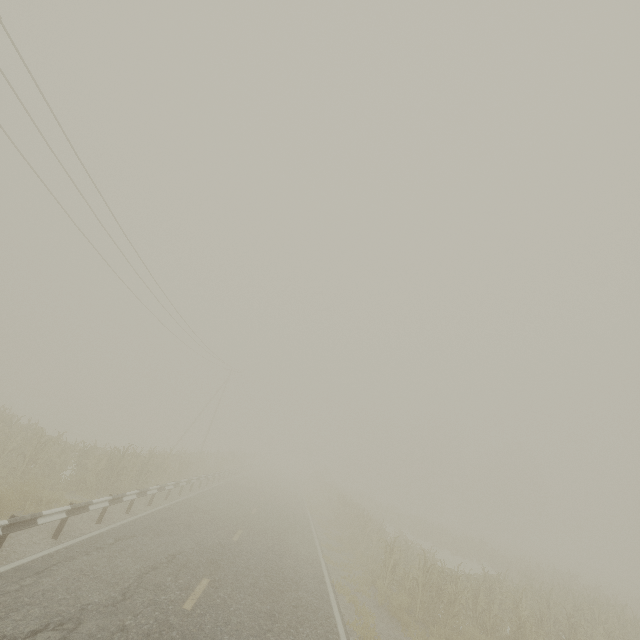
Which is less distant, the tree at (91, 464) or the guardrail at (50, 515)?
the guardrail at (50, 515)

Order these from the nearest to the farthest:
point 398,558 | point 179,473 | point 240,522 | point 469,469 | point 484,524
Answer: point 398,558 < point 240,522 < point 179,473 < point 484,524 < point 469,469

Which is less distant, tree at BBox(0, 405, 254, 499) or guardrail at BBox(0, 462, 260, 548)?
guardrail at BBox(0, 462, 260, 548)
